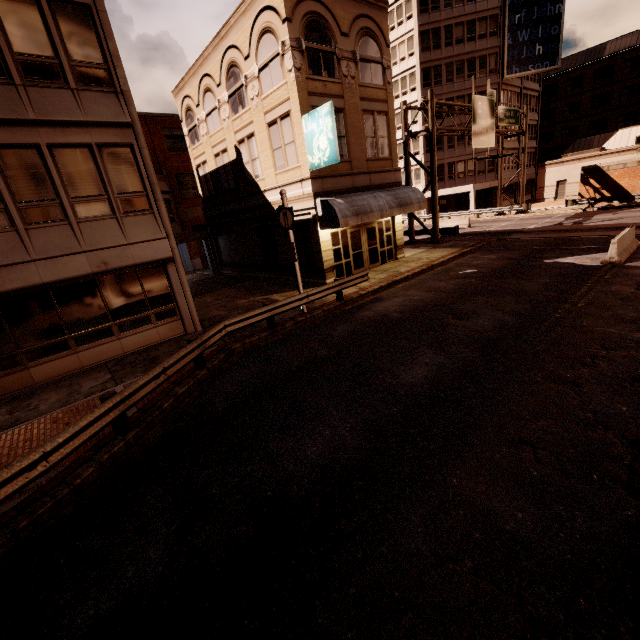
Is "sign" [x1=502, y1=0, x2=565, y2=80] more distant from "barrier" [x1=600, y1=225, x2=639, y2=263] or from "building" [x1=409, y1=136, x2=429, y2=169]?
"barrier" [x1=600, y1=225, x2=639, y2=263]

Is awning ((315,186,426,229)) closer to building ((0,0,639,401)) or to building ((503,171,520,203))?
building ((0,0,639,401))

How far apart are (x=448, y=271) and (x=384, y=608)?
15.47m

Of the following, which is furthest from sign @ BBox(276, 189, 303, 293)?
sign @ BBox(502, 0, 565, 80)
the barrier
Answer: sign @ BBox(502, 0, 565, 80)

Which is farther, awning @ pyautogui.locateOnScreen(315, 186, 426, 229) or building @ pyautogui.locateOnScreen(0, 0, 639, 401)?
awning @ pyautogui.locateOnScreen(315, 186, 426, 229)

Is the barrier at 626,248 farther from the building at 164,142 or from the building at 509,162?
the building at 509,162

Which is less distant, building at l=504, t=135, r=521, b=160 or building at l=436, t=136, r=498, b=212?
building at l=436, t=136, r=498, b=212

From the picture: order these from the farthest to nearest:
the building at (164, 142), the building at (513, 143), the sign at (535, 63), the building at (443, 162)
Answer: the building at (513, 143) < the building at (443, 162) < the sign at (535, 63) < the building at (164, 142)
